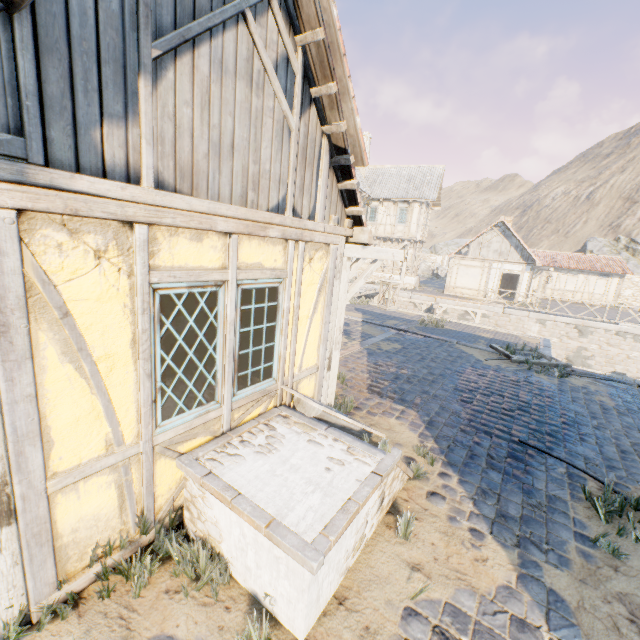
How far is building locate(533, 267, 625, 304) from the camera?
28.5 meters

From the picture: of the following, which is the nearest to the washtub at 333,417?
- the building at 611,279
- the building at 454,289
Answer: the building at 454,289

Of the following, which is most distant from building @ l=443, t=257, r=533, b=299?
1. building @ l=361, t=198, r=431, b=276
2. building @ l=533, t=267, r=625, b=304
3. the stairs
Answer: the stairs

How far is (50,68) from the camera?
1.8m

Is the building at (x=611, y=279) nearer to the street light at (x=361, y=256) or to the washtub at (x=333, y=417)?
the street light at (x=361, y=256)

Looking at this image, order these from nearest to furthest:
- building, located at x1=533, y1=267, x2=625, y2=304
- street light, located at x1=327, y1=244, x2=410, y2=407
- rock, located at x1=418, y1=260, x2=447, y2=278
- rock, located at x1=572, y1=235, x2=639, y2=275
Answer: street light, located at x1=327, y1=244, x2=410, y2=407
building, located at x1=533, y1=267, x2=625, y2=304
rock, located at x1=572, y1=235, x2=639, y2=275
rock, located at x1=418, y1=260, x2=447, y2=278

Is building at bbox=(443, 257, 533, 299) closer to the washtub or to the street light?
the street light

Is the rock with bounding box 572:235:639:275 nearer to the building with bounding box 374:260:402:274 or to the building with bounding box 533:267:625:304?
the building with bounding box 533:267:625:304
